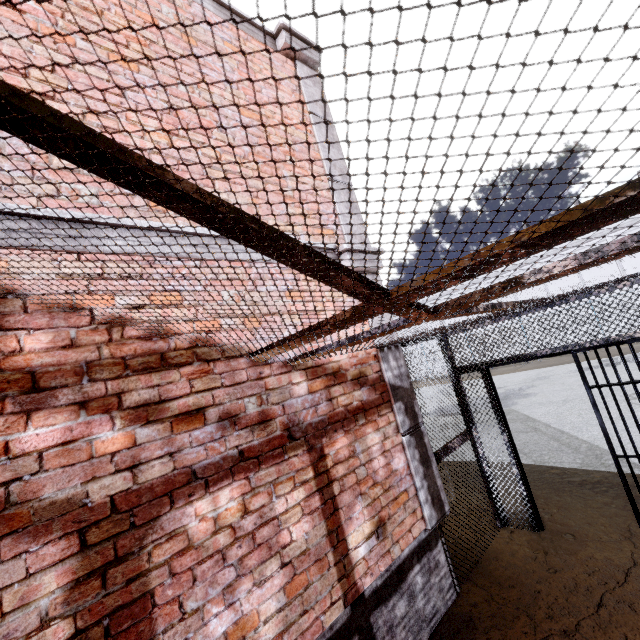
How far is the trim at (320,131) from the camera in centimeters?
417cm

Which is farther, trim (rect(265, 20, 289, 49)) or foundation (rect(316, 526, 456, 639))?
trim (rect(265, 20, 289, 49))

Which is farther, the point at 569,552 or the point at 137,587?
the point at 569,552

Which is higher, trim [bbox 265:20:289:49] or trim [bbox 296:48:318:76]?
trim [bbox 265:20:289:49]

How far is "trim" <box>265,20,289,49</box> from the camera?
4.15m

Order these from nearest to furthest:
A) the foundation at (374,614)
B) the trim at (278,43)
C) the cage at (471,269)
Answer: the cage at (471,269) → the foundation at (374,614) → the trim at (278,43)

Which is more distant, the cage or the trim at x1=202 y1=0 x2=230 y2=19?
the trim at x1=202 y1=0 x2=230 y2=19
